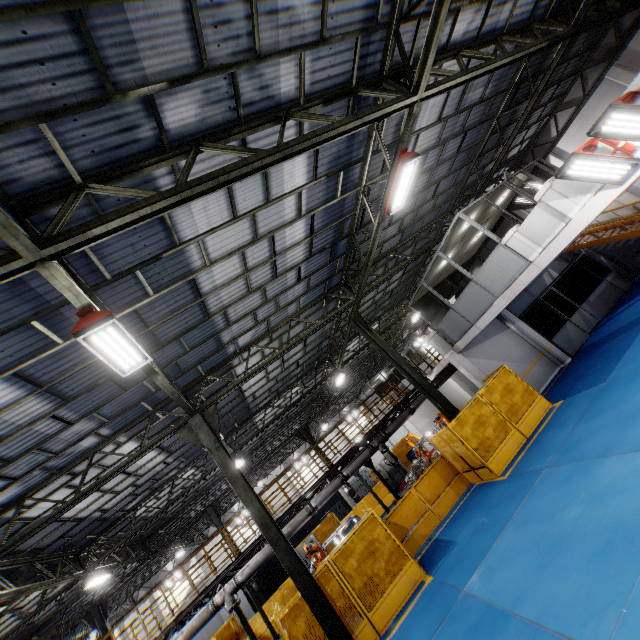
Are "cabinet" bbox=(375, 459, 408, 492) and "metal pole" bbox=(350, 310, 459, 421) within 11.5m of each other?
no

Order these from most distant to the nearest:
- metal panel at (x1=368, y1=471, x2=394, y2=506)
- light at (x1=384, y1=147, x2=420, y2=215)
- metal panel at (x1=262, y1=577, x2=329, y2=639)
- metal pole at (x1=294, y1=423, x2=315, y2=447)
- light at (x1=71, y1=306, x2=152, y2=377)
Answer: metal pole at (x1=294, y1=423, x2=315, y2=447)
metal panel at (x1=368, y1=471, x2=394, y2=506)
metal panel at (x1=262, y1=577, x2=329, y2=639)
light at (x1=384, y1=147, x2=420, y2=215)
light at (x1=71, y1=306, x2=152, y2=377)

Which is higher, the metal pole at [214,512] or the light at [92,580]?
the light at [92,580]

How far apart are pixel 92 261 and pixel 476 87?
12.2 meters

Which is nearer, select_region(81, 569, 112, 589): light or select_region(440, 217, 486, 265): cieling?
select_region(440, 217, 486, 265): cieling

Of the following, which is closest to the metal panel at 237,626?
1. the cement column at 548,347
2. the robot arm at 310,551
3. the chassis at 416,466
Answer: the robot arm at 310,551

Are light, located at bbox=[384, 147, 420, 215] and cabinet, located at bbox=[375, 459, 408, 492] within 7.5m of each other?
no

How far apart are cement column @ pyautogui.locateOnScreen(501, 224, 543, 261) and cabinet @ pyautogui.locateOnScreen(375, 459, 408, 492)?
18.88m
